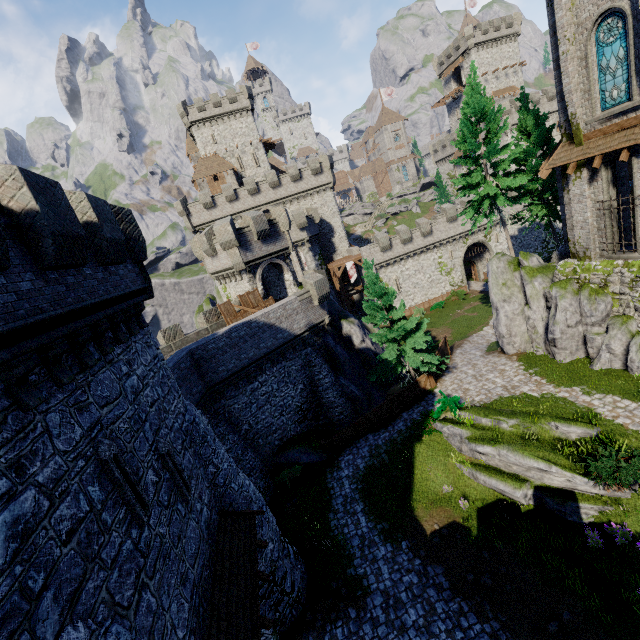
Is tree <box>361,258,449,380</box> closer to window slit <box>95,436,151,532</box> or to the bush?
the bush

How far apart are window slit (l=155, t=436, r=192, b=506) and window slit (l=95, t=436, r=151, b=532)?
1.33m

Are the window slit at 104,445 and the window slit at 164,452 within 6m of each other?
yes

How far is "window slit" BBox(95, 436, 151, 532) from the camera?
6.5 meters

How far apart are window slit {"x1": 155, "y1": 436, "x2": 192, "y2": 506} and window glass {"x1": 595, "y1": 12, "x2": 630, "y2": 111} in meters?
23.3 m

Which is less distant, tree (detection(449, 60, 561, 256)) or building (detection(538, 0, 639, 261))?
building (detection(538, 0, 639, 261))

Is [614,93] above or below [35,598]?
above

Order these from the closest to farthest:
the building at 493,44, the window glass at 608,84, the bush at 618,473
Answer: the bush at 618,473 < the window glass at 608,84 < the building at 493,44
